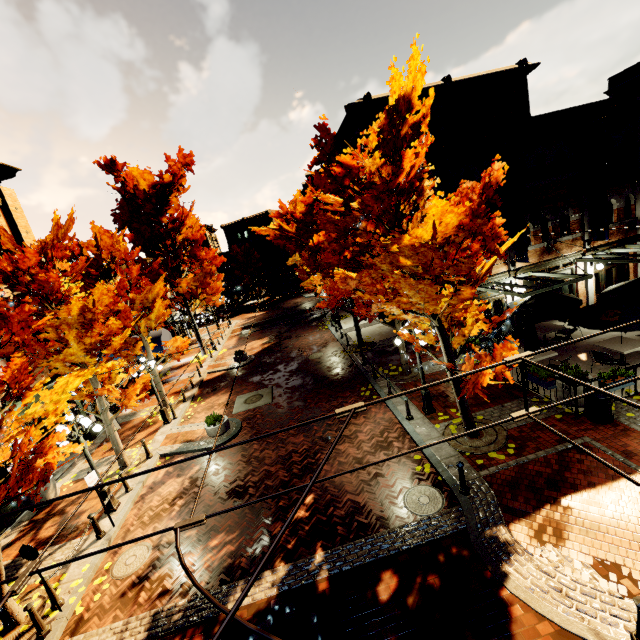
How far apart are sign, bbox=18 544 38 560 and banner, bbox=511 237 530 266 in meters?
18.7 m

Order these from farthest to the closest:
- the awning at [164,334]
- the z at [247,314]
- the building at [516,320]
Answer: the z at [247,314] → the awning at [164,334] → the building at [516,320]

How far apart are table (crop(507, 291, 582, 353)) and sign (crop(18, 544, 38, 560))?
17.4 meters

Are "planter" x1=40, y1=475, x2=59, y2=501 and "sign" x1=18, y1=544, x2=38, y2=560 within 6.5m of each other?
yes

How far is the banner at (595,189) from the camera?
13.7 meters

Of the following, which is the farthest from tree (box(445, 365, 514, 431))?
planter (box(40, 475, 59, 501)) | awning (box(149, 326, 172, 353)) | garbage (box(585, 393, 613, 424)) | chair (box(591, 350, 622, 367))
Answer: → chair (box(591, 350, 622, 367))

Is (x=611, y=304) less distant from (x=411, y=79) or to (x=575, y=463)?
(x=575, y=463)

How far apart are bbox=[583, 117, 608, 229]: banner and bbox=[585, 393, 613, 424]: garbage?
8.9m
